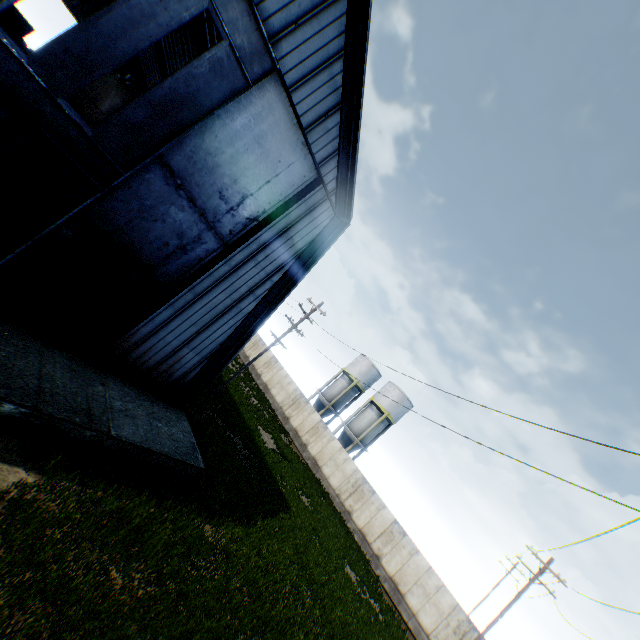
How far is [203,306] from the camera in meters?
12.5

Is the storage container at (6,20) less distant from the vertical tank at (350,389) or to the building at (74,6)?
the building at (74,6)

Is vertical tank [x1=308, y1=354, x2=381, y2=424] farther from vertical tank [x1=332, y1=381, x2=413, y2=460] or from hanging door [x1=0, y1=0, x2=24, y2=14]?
hanging door [x1=0, y1=0, x2=24, y2=14]

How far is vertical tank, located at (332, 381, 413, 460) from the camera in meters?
37.0 m

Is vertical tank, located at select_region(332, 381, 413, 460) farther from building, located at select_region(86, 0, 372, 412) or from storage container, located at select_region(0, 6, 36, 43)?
storage container, located at select_region(0, 6, 36, 43)

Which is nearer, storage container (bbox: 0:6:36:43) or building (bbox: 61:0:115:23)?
storage container (bbox: 0:6:36:43)

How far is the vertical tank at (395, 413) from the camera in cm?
3703

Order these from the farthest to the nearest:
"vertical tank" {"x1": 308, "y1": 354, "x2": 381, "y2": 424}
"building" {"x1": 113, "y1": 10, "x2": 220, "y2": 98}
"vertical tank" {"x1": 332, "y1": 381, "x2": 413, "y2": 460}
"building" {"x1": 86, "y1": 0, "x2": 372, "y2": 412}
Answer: "vertical tank" {"x1": 308, "y1": 354, "x2": 381, "y2": 424} → "vertical tank" {"x1": 332, "y1": 381, "x2": 413, "y2": 460} → "building" {"x1": 113, "y1": 10, "x2": 220, "y2": 98} → "building" {"x1": 86, "y1": 0, "x2": 372, "y2": 412}
